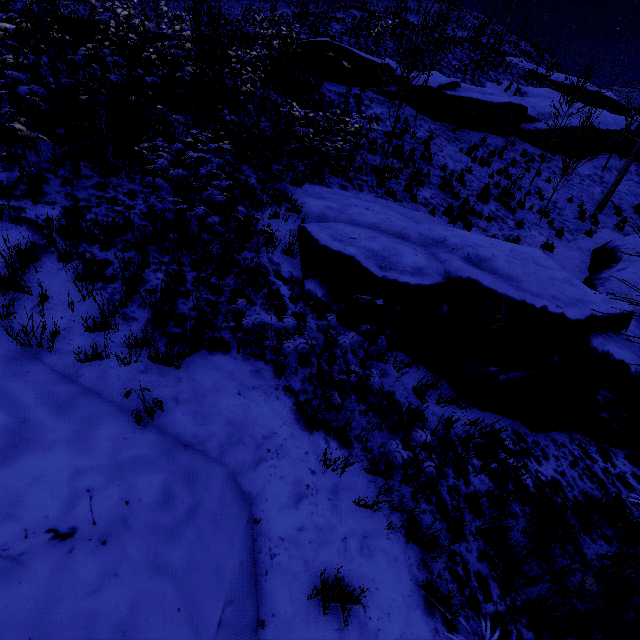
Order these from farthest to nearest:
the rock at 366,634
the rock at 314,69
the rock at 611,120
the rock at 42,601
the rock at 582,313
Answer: the rock at 611,120, the rock at 314,69, the rock at 582,313, the rock at 366,634, the rock at 42,601

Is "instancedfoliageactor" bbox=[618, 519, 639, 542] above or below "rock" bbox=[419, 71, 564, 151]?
below

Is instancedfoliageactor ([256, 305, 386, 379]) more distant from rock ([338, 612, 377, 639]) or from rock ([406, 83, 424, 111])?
rock ([406, 83, 424, 111])

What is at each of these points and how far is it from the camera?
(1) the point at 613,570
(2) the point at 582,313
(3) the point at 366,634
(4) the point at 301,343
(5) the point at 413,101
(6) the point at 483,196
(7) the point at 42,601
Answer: (1) instancedfoliageactor, 3.3 meters
(2) rock, 4.5 meters
(3) rock, 2.6 meters
(4) instancedfoliageactor, 3.5 meters
(5) rock, 16.0 meters
(6) instancedfoliageactor, 12.2 meters
(7) rock, 1.8 meters

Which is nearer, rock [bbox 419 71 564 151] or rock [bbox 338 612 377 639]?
rock [bbox 338 612 377 639]

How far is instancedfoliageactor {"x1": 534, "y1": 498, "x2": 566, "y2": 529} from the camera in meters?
3.8

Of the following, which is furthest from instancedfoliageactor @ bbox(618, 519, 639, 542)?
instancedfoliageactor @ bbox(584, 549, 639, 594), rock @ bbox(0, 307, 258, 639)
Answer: rock @ bbox(0, 307, 258, 639)

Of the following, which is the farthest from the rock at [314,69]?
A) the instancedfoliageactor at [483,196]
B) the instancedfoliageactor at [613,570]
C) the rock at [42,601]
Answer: the instancedfoliageactor at [483,196]
